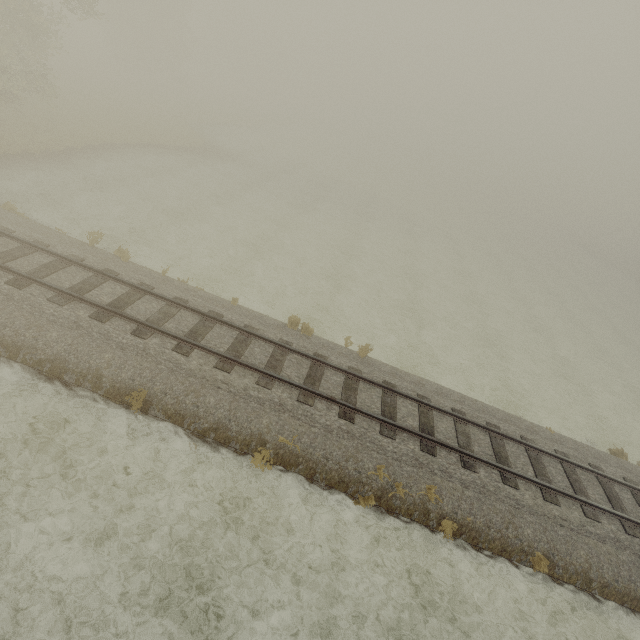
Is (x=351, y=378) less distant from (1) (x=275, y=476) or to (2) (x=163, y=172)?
(1) (x=275, y=476)
